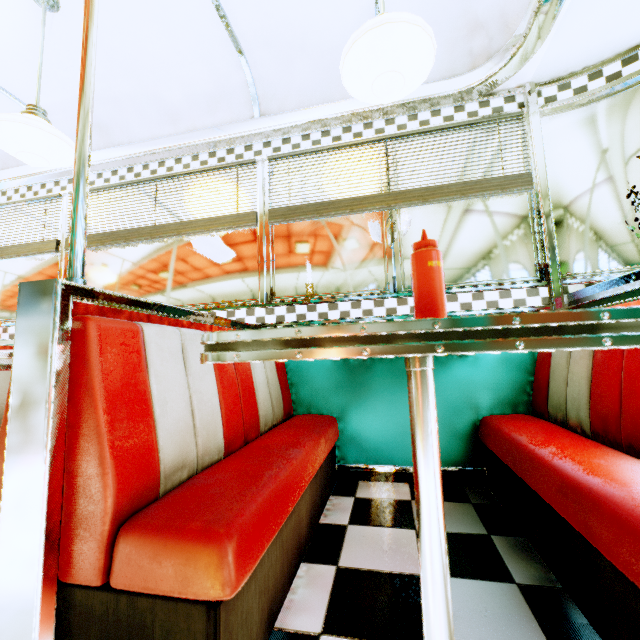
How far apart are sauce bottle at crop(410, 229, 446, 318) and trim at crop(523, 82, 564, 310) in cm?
177

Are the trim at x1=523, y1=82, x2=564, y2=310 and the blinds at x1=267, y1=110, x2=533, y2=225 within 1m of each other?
yes

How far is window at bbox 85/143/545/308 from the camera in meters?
2.2 m

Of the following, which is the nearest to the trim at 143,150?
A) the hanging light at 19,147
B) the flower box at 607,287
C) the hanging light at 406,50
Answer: the hanging light at 406,50

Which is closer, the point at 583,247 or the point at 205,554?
the point at 205,554

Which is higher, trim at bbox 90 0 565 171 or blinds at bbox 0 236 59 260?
trim at bbox 90 0 565 171

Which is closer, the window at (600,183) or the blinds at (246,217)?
the window at (600,183)

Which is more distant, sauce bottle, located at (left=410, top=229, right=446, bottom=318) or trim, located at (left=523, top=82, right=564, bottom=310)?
trim, located at (left=523, top=82, right=564, bottom=310)
